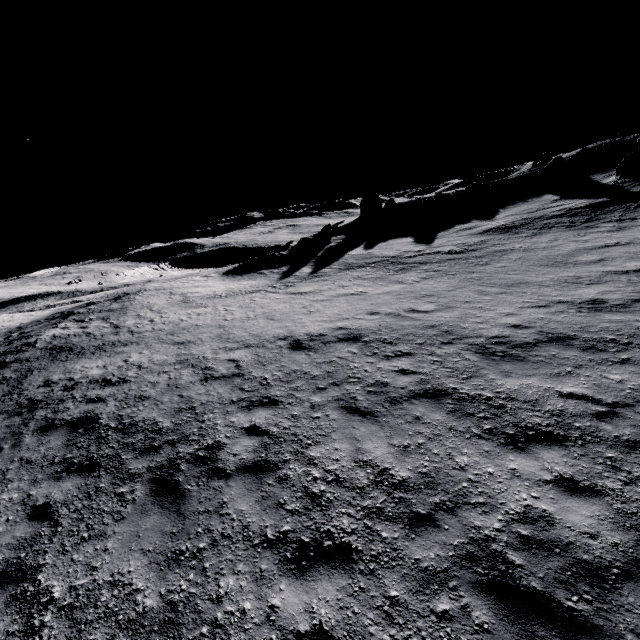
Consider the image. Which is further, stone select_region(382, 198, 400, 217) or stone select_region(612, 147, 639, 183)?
stone select_region(382, 198, 400, 217)

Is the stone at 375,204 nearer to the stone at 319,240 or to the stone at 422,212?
the stone at 422,212

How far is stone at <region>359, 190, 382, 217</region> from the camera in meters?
45.8 m

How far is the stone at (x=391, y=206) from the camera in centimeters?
4312cm

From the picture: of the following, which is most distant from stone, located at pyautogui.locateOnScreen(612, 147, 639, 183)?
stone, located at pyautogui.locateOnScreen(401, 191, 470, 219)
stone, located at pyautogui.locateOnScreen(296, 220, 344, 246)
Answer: stone, located at pyautogui.locateOnScreen(296, 220, 344, 246)

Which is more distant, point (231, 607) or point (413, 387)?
point (413, 387)

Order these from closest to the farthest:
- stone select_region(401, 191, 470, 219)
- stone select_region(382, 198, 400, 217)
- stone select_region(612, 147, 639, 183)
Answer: stone select_region(612, 147, 639, 183) → stone select_region(401, 191, 470, 219) → stone select_region(382, 198, 400, 217)

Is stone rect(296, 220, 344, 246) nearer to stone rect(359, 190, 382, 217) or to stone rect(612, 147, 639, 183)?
stone rect(359, 190, 382, 217)
